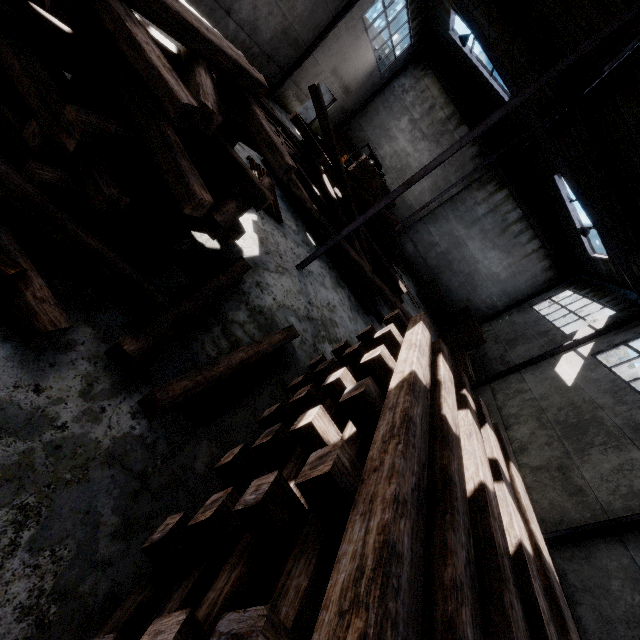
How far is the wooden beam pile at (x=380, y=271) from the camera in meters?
8.9 m

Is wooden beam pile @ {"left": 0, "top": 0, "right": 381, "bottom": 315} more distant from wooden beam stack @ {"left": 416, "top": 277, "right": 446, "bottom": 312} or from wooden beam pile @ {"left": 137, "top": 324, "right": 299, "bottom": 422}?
wooden beam stack @ {"left": 416, "top": 277, "right": 446, "bottom": 312}

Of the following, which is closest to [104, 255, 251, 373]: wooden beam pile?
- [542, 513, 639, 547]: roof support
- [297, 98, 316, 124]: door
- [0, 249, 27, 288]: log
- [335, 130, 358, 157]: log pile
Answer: [0, 249, 27, 288]: log

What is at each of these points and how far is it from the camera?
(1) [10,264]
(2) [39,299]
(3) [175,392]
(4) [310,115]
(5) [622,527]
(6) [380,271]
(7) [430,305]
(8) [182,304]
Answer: (1) log, 2.2 meters
(2) wooden beam pile, 2.4 meters
(3) wooden beam pile, 2.8 meters
(4) door, 18.6 meters
(5) roof support, 6.3 meters
(6) wooden beam pile, 10.3 meters
(7) wooden beam stack, 18.8 meters
(8) wooden beam pile, 3.5 meters

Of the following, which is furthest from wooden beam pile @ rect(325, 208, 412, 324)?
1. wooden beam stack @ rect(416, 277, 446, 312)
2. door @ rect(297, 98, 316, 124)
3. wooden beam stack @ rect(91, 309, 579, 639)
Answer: door @ rect(297, 98, 316, 124)

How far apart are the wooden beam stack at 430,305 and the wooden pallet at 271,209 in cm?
1261

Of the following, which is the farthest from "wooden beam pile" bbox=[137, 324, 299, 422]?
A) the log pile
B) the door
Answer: the door

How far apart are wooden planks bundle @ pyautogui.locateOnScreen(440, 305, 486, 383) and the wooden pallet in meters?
10.9
